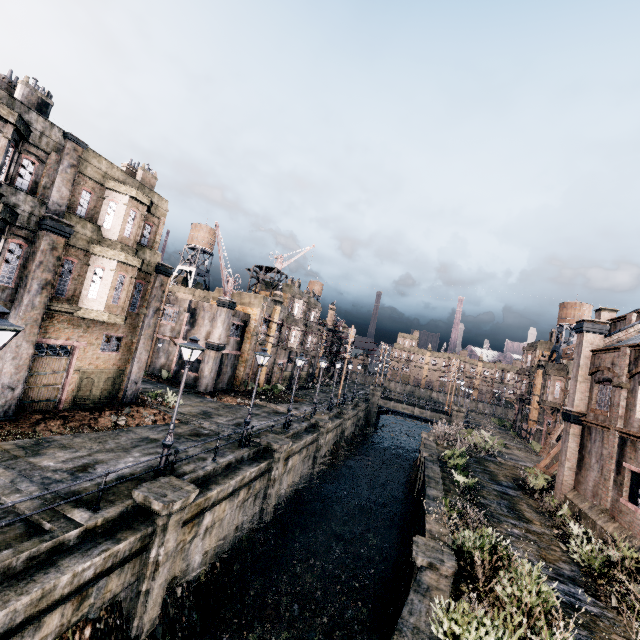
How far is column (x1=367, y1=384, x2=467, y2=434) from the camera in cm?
4856

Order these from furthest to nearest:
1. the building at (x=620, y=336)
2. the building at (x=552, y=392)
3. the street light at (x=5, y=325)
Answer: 1. the building at (x=552, y=392)
2. the building at (x=620, y=336)
3. the street light at (x=5, y=325)

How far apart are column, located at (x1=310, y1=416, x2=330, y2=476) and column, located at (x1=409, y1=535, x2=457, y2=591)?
14.9 meters

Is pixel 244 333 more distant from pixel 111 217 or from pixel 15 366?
pixel 15 366

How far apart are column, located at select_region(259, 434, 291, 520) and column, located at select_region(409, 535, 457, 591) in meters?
8.7 m

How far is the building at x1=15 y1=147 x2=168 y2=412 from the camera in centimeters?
1652cm

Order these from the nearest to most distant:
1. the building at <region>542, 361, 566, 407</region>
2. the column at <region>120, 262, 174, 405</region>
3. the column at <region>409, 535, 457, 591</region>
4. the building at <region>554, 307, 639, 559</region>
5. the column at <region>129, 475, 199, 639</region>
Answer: the column at <region>129, 475, 199, 639</region> → the column at <region>409, 535, 457, 591</region> → the building at <region>554, 307, 639, 559</region> → the column at <region>120, 262, 174, 405</region> → the building at <region>542, 361, 566, 407</region>

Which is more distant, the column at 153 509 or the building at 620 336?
the building at 620 336
